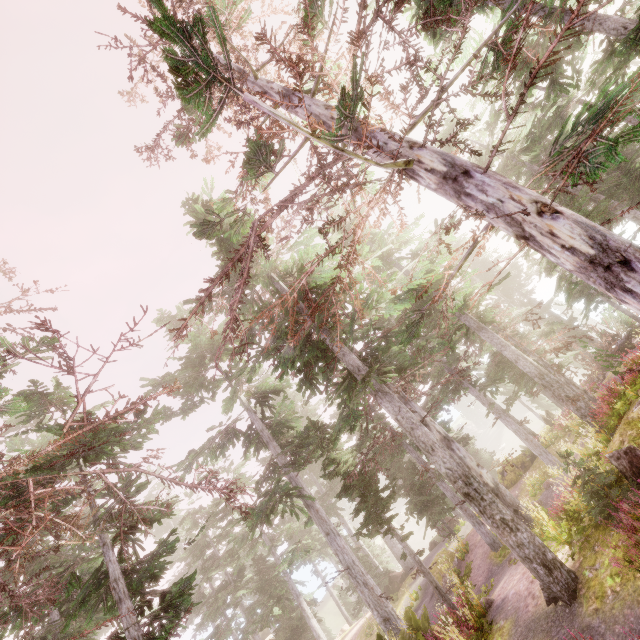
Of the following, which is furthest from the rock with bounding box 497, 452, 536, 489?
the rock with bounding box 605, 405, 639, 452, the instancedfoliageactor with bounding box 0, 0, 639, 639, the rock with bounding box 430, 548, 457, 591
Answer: the rock with bounding box 605, 405, 639, 452

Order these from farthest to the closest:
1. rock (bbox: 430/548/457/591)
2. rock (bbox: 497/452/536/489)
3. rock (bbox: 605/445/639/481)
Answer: rock (bbox: 497/452/536/489), rock (bbox: 430/548/457/591), rock (bbox: 605/445/639/481)

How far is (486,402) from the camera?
21.4 meters

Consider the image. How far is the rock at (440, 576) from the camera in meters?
19.6

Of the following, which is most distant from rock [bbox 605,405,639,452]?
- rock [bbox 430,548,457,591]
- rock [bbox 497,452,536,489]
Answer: rock [bbox 497,452,536,489]

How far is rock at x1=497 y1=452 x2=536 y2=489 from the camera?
24.1 meters

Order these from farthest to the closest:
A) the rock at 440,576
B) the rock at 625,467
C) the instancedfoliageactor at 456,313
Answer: the rock at 440,576 < the rock at 625,467 < the instancedfoliageactor at 456,313
